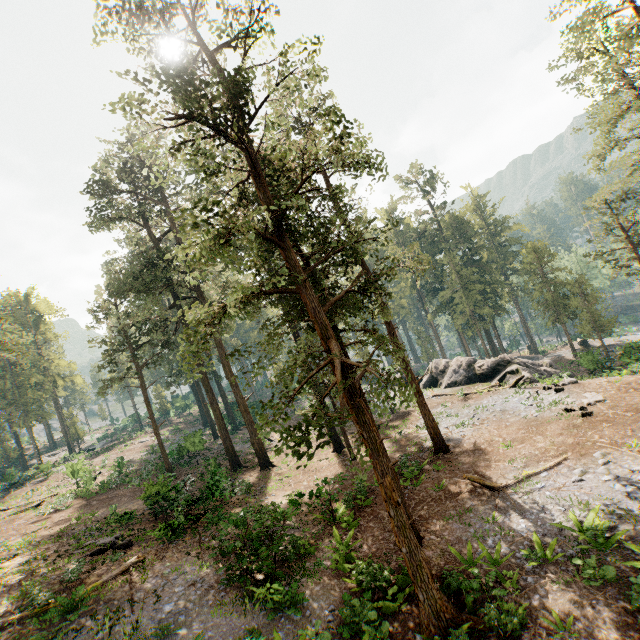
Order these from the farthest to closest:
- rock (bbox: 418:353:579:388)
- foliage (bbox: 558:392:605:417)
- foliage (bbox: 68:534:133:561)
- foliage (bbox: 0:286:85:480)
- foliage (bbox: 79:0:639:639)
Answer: foliage (bbox: 0:286:85:480), rock (bbox: 418:353:579:388), foliage (bbox: 558:392:605:417), foliage (bbox: 68:534:133:561), foliage (bbox: 79:0:639:639)

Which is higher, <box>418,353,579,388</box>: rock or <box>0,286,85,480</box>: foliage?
<box>0,286,85,480</box>: foliage

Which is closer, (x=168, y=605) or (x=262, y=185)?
(x=262, y=185)

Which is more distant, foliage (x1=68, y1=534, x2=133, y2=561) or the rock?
the rock

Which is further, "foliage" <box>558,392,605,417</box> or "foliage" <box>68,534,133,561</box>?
"foliage" <box>558,392,605,417</box>

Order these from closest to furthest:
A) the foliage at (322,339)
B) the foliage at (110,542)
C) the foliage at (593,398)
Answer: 1. the foliage at (322,339)
2. the foliage at (110,542)
3. the foliage at (593,398)

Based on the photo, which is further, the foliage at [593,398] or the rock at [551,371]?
the rock at [551,371]
